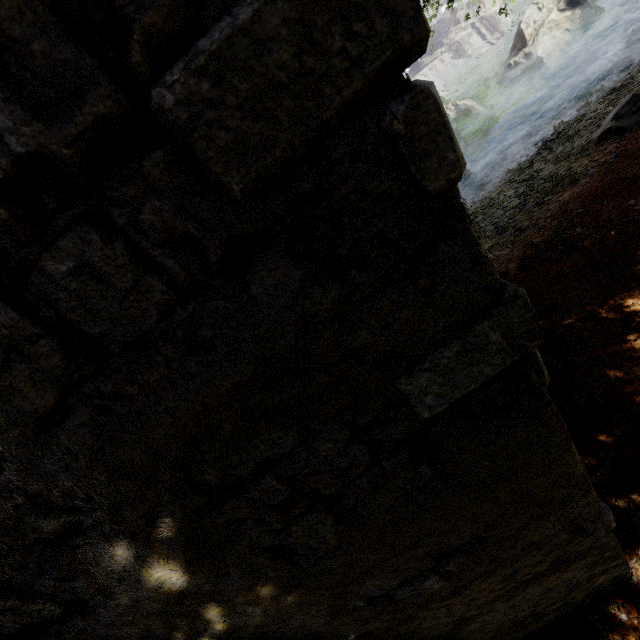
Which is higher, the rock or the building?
the building

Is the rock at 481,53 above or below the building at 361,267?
below

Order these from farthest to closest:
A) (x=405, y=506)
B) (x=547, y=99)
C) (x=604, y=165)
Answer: (x=547, y=99), (x=604, y=165), (x=405, y=506)

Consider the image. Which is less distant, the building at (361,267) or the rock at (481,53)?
the building at (361,267)

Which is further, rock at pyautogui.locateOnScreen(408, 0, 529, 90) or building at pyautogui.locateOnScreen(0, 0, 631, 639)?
rock at pyautogui.locateOnScreen(408, 0, 529, 90)
